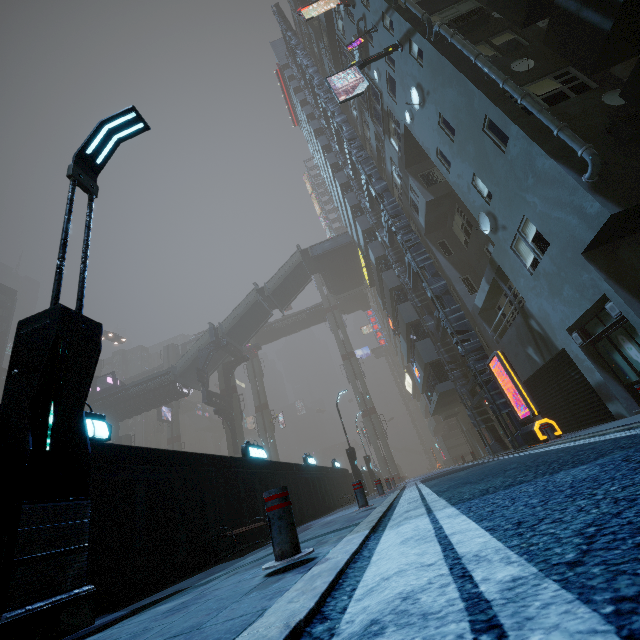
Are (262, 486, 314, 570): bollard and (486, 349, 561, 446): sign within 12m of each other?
yes

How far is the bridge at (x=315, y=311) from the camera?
56.9m

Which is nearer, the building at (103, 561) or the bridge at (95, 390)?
the building at (103, 561)

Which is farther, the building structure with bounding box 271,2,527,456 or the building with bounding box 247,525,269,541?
the building structure with bounding box 271,2,527,456

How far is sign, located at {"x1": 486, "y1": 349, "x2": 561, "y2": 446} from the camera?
10.7 meters

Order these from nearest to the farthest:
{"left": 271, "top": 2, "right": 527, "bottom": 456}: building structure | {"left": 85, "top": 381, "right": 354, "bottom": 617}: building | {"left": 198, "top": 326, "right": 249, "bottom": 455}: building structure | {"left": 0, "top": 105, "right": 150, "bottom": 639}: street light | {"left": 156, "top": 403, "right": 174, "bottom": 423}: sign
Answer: {"left": 0, "top": 105, "right": 150, "bottom": 639}: street light < {"left": 85, "top": 381, "right": 354, "bottom": 617}: building < {"left": 271, "top": 2, "right": 527, "bottom": 456}: building structure < {"left": 198, "top": 326, "right": 249, "bottom": 455}: building structure < {"left": 156, "top": 403, "right": 174, "bottom": 423}: sign

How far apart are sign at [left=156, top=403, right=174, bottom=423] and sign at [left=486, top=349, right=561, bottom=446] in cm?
4927

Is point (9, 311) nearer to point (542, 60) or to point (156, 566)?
point (156, 566)
